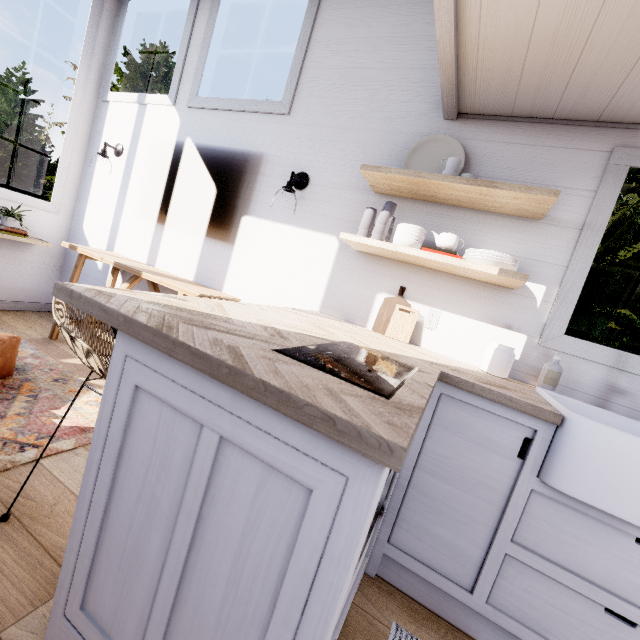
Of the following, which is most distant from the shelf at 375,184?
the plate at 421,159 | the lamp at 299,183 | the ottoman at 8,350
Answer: the ottoman at 8,350

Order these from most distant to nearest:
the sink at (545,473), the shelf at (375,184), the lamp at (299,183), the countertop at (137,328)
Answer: the lamp at (299,183)
the shelf at (375,184)
the sink at (545,473)
the countertop at (137,328)

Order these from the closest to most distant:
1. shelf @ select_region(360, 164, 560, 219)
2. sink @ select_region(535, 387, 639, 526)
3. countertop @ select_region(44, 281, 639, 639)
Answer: countertop @ select_region(44, 281, 639, 639), sink @ select_region(535, 387, 639, 526), shelf @ select_region(360, 164, 560, 219)

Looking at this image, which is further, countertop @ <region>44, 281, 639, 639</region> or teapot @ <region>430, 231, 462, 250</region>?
teapot @ <region>430, 231, 462, 250</region>

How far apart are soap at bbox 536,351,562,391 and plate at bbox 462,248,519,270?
0.5m

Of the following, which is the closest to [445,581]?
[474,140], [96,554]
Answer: [96,554]

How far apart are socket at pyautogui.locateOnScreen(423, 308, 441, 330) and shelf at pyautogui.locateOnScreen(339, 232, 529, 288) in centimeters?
44cm

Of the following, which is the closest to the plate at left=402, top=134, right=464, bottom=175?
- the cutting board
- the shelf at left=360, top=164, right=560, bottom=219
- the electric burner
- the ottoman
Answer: the shelf at left=360, top=164, right=560, bottom=219
